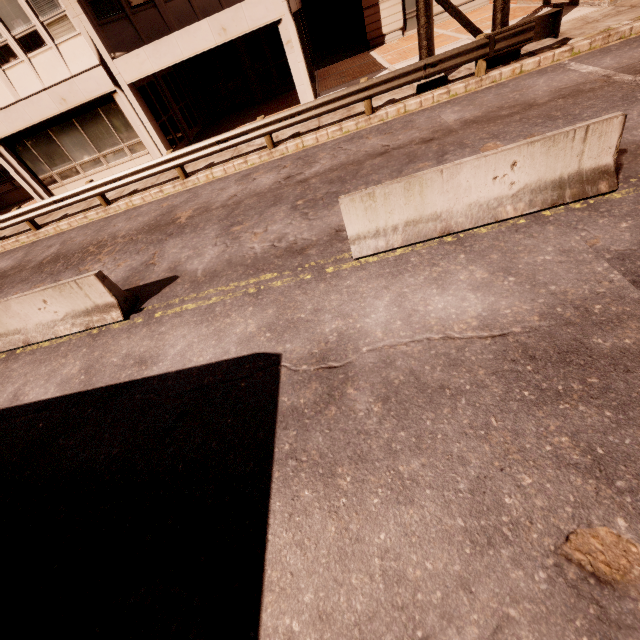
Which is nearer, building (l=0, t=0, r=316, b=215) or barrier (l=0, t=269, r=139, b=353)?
barrier (l=0, t=269, r=139, b=353)

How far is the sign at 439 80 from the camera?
10.4m

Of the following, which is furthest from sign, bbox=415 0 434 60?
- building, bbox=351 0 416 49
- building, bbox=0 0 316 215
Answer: building, bbox=351 0 416 49

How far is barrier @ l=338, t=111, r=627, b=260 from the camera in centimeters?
454cm

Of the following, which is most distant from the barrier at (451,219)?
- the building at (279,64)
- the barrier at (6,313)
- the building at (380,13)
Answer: the building at (380,13)

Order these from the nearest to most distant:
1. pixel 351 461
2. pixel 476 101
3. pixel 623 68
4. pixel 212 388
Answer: pixel 351 461
pixel 212 388
pixel 623 68
pixel 476 101

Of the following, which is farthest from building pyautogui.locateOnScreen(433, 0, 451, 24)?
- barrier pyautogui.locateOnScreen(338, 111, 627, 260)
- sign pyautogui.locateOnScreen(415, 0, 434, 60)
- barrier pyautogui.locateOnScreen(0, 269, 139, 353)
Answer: barrier pyautogui.locateOnScreen(0, 269, 139, 353)

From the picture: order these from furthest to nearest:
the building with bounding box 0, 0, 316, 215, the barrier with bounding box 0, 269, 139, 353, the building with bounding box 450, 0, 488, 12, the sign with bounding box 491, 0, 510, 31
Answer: the building with bounding box 450, 0, 488, 12, the building with bounding box 0, 0, 316, 215, the sign with bounding box 491, 0, 510, 31, the barrier with bounding box 0, 269, 139, 353
